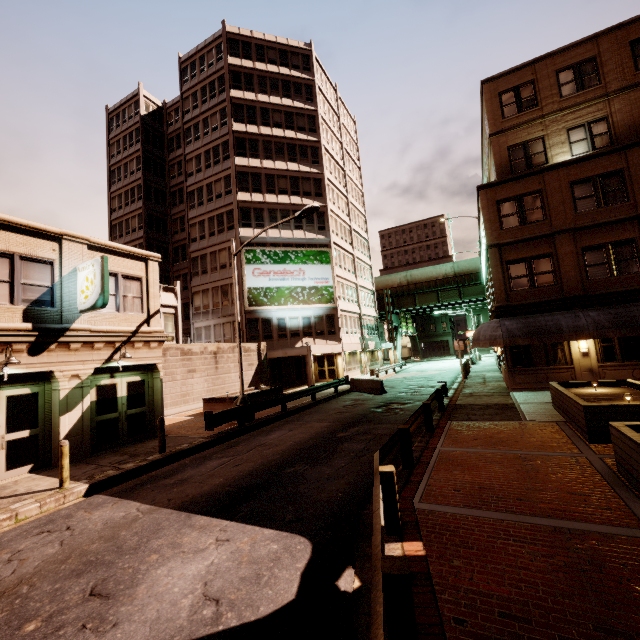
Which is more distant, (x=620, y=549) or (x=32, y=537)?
(x=32, y=537)

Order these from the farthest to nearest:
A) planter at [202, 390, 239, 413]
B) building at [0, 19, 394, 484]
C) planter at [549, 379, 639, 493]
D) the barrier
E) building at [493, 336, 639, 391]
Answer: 1. the barrier
2. planter at [202, 390, 239, 413]
3. building at [493, 336, 639, 391]
4. building at [0, 19, 394, 484]
5. planter at [549, 379, 639, 493]

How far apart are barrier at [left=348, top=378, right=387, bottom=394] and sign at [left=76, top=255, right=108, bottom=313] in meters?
16.4

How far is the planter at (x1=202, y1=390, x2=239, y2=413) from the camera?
18.5m

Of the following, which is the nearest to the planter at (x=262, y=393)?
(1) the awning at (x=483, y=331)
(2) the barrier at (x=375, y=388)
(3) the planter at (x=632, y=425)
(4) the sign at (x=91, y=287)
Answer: (2) the barrier at (x=375, y=388)

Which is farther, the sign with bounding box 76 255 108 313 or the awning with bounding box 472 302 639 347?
the awning with bounding box 472 302 639 347

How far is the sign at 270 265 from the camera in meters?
30.8 m

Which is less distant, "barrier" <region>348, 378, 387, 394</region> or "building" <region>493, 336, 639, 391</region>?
"building" <region>493, 336, 639, 391</region>
